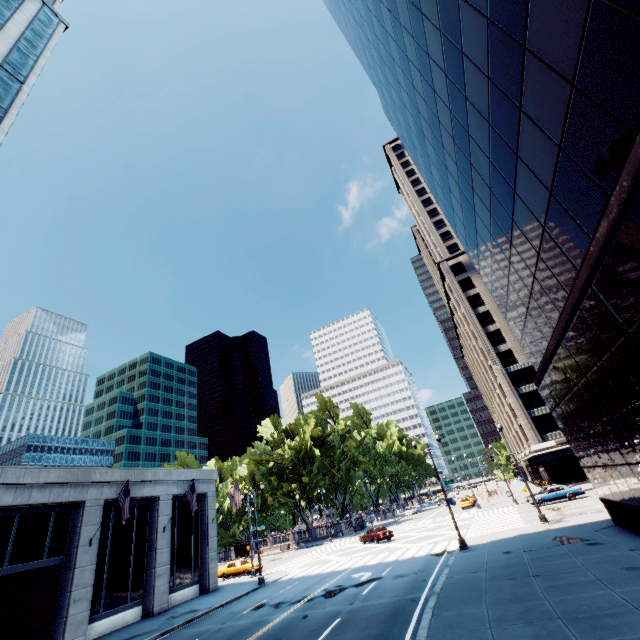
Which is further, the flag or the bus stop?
the bus stop

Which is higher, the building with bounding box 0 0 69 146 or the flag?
the building with bounding box 0 0 69 146

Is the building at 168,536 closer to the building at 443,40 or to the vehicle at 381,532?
the vehicle at 381,532

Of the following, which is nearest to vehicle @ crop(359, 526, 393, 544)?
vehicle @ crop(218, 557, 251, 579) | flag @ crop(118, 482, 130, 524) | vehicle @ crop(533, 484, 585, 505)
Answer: vehicle @ crop(218, 557, 251, 579)

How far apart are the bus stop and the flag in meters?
40.9

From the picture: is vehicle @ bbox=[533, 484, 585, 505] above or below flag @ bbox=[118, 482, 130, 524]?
below

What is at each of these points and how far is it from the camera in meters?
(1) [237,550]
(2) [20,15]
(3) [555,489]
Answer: (1) bus stop, 56.5
(2) building, 34.0
(3) vehicle, 34.2

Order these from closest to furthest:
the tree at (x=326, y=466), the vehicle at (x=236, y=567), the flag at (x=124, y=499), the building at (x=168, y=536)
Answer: the building at (x=168, y=536), the flag at (x=124, y=499), the vehicle at (x=236, y=567), the tree at (x=326, y=466)
